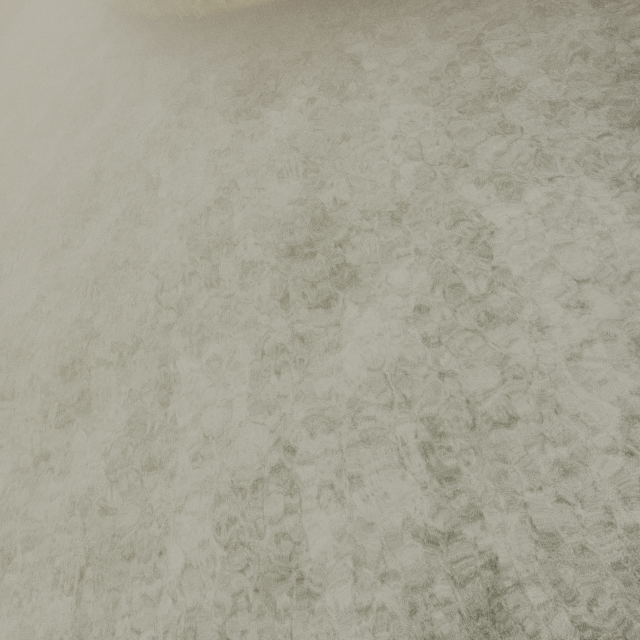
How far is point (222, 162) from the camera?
6.9 meters
